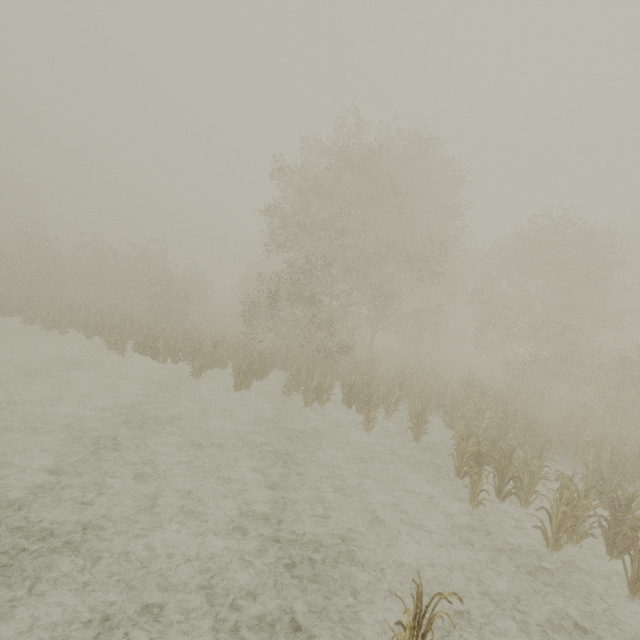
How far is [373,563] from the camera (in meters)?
6.64
